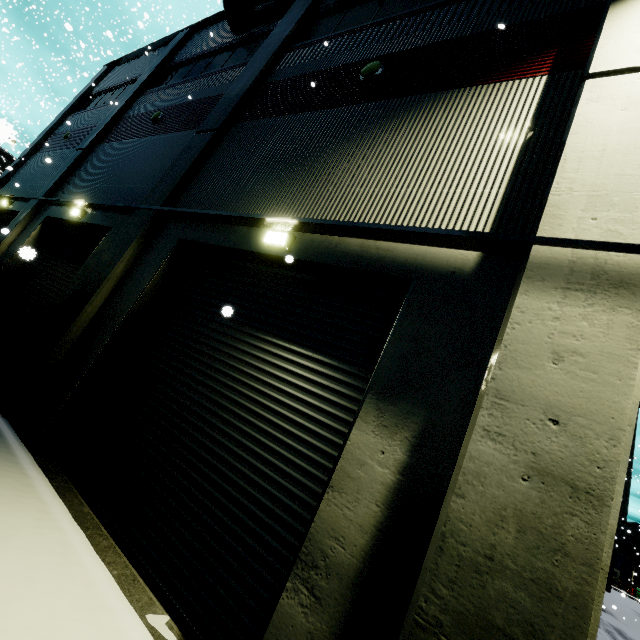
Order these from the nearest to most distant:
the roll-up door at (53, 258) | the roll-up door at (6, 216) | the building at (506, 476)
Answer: the building at (506, 476) → the roll-up door at (53, 258) → the roll-up door at (6, 216)

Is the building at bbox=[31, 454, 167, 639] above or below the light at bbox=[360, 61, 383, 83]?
below

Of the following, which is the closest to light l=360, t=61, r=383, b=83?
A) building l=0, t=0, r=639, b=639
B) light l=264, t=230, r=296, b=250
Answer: building l=0, t=0, r=639, b=639

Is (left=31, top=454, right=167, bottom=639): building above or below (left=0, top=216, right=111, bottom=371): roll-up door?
below

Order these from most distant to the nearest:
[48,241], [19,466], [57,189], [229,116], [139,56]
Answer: [139,56], [57,189], [48,241], [229,116], [19,466]

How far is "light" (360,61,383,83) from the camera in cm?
610

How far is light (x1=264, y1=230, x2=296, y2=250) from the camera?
4.9 meters

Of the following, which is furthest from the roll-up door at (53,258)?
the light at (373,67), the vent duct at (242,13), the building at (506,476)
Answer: the light at (373,67)
